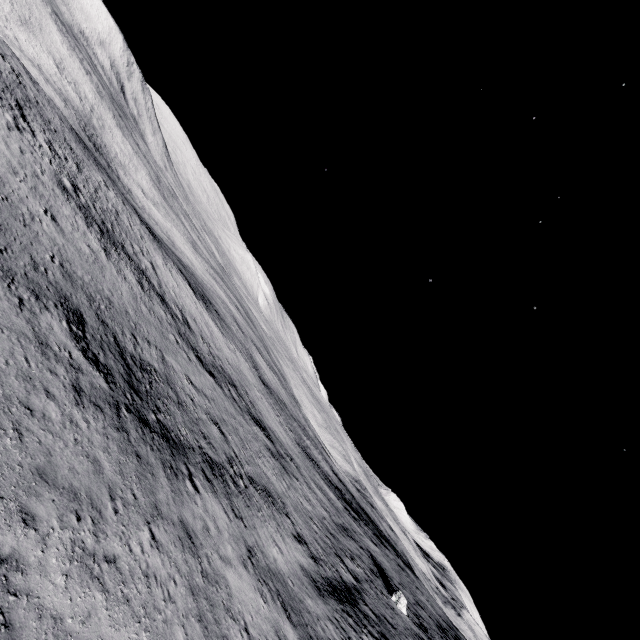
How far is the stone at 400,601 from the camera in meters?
29.5

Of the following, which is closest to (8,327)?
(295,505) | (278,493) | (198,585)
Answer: (198,585)

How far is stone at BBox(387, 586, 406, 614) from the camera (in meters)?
29.53
